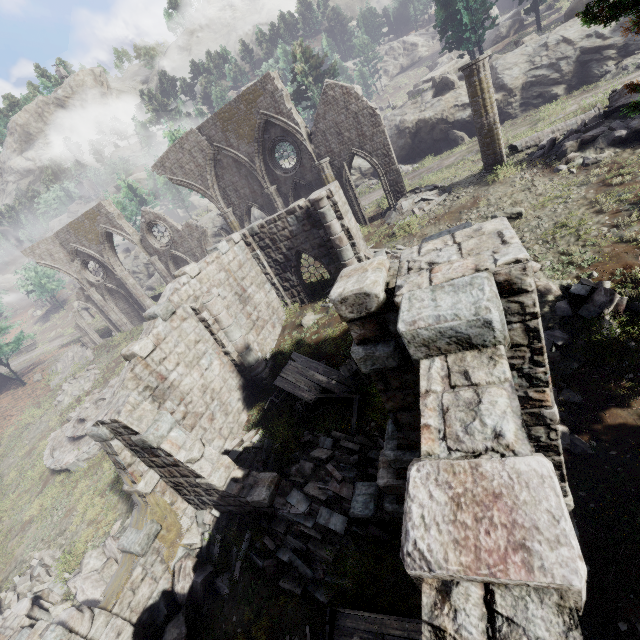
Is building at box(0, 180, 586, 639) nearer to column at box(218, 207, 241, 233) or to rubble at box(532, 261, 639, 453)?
rubble at box(532, 261, 639, 453)

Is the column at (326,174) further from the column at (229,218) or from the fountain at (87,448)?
the fountain at (87,448)

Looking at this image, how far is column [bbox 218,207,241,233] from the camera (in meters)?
22.44

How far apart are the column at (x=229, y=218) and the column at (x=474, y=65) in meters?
15.1 m

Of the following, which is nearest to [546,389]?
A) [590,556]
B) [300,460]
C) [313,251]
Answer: [590,556]

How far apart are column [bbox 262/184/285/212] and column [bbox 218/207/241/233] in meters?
2.8

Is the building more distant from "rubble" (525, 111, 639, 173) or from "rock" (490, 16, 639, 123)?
"rubble" (525, 111, 639, 173)

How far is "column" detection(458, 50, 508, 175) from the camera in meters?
14.1 m
